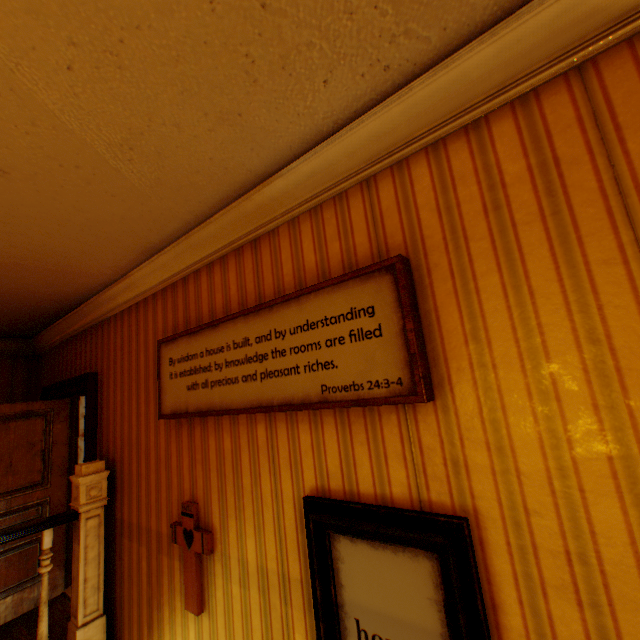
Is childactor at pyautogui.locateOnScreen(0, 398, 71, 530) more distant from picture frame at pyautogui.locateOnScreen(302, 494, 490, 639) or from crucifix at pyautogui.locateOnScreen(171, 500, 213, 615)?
picture frame at pyautogui.locateOnScreen(302, 494, 490, 639)

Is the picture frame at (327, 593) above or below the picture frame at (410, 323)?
below

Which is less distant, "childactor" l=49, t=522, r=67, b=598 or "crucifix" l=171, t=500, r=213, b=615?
"crucifix" l=171, t=500, r=213, b=615

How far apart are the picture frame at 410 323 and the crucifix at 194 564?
0.5m

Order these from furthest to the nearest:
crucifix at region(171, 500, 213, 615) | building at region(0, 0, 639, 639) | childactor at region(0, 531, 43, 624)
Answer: childactor at region(0, 531, 43, 624)
crucifix at region(171, 500, 213, 615)
building at region(0, 0, 639, 639)

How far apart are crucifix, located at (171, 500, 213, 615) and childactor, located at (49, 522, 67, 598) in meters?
2.8

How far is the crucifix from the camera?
1.99m

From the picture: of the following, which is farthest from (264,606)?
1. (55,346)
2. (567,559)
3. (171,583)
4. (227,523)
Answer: (55,346)
